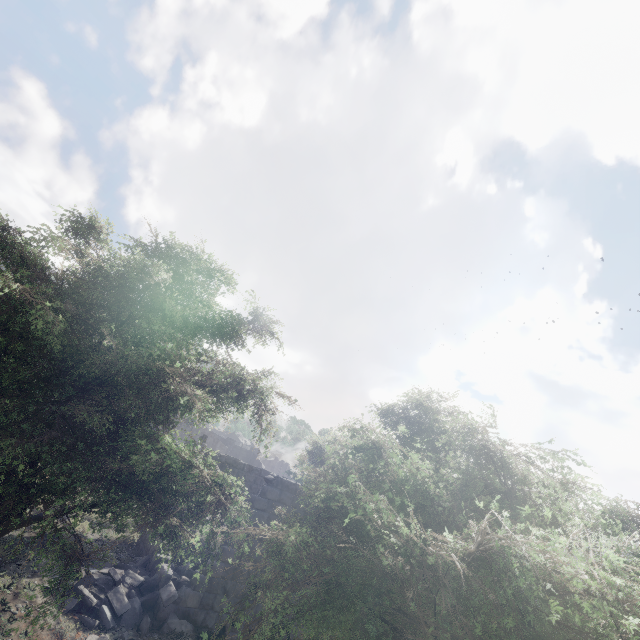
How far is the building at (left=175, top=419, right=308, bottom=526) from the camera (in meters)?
11.40

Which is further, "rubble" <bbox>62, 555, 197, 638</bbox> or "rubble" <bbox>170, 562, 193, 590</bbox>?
"rubble" <bbox>170, 562, 193, 590</bbox>

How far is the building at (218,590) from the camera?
9.4 meters

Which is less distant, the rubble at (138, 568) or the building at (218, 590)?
the rubble at (138, 568)

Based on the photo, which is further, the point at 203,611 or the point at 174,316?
the point at 203,611

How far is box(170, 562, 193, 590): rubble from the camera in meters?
10.6 m

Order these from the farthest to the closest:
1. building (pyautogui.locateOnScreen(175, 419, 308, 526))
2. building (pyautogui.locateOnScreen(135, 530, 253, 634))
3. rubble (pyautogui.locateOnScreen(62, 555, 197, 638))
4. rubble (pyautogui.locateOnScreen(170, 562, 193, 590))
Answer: building (pyautogui.locateOnScreen(175, 419, 308, 526))
rubble (pyautogui.locateOnScreen(170, 562, 193, 590))
building (pyautogui.locateOnScreen(135, 530, 253, 634))
rubble (pyautogui.locateOnScreen(62, 555, 197, 638))

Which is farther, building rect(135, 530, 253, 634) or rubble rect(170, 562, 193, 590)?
rubble rect(170, 562, 193, 590)
